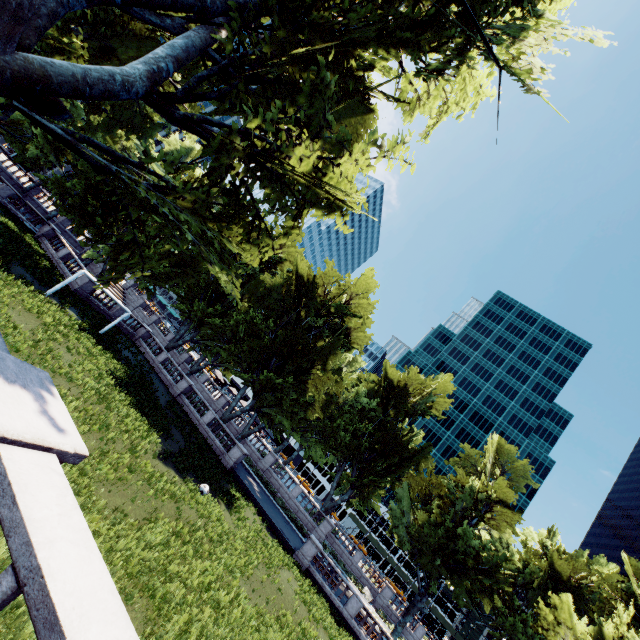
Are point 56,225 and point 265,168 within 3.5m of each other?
no
